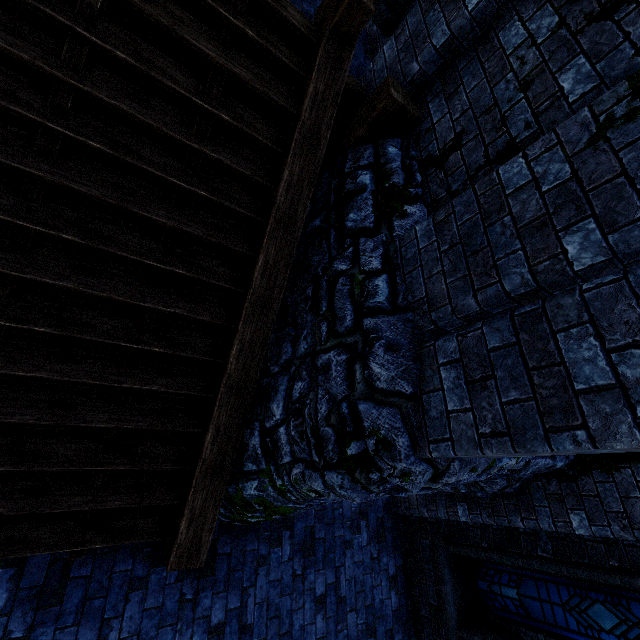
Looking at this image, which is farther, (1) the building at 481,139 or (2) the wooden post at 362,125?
(2) the wooden post at 362,125

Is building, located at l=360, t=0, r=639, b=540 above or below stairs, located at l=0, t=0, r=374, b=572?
above

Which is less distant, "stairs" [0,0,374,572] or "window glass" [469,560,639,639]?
"stairs" [0,0,374,572]

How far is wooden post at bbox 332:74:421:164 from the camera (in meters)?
3.41

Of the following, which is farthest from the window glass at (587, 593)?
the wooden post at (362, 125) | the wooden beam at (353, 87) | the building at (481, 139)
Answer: the wooden beam at (353, 87)

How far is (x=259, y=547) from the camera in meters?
4.3 m

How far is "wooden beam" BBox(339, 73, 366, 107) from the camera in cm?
397

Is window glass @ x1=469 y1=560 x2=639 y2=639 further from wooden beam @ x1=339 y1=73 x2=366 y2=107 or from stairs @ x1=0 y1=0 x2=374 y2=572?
wooden beam @ x1=339 y1=73 x2=366 y2=107
